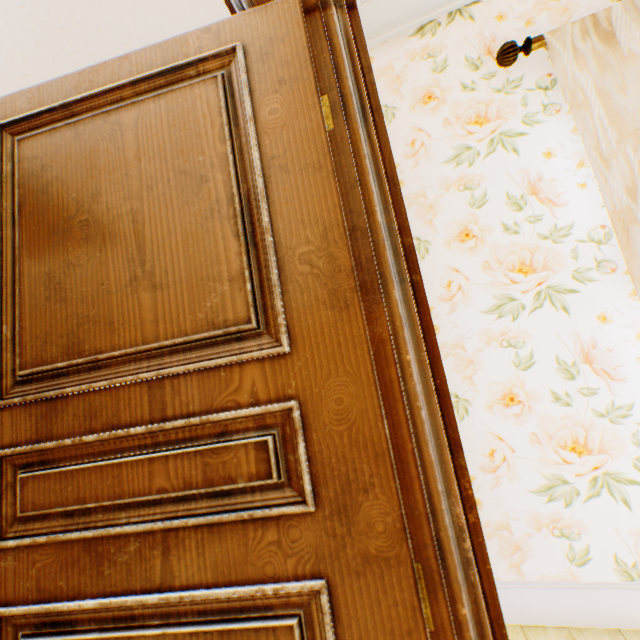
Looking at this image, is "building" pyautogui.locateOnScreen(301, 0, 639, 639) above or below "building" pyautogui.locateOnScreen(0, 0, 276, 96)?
below

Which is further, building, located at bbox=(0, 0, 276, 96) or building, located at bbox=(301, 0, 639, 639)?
building, located at bbox=(0, 0, 276, 96)

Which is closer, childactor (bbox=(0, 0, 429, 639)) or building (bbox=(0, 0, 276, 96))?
childactor (bbox=(0, 0, 429, 639))

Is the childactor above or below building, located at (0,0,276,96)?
below

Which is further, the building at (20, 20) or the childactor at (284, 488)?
the building at (20, 20)

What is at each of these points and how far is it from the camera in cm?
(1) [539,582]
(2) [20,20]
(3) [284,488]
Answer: (1) building, 134
(2) building, 166
(3) childactor, 75

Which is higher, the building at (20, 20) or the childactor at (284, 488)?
the building at (20, 20)
